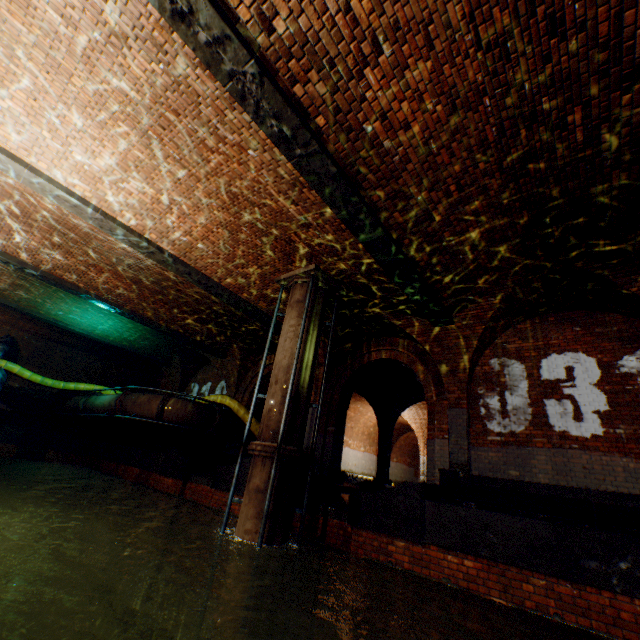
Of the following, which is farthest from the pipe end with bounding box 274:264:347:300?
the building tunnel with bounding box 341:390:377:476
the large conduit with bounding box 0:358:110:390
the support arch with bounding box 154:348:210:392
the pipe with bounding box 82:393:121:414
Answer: the support arch with bounding box 154:348:210:392

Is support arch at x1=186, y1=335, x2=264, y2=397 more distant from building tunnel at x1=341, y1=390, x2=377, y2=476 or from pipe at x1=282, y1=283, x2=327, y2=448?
pipe at x1=282, y1=283, x2=327, y2=448

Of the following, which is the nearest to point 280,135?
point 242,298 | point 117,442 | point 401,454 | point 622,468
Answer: point 242,298

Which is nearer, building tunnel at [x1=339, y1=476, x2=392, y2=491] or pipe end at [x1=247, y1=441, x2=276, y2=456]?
pipe end at [x1=247, y1=441, x2=276, y2=456]

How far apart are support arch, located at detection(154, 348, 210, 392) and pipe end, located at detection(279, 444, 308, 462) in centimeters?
1059cm

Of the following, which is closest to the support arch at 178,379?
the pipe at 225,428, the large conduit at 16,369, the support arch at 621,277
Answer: the large conduit at 16,369

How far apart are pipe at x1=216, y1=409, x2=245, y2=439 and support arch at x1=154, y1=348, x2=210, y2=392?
4.7m

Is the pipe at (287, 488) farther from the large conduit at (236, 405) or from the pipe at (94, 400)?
the pipe at (94, 400)
